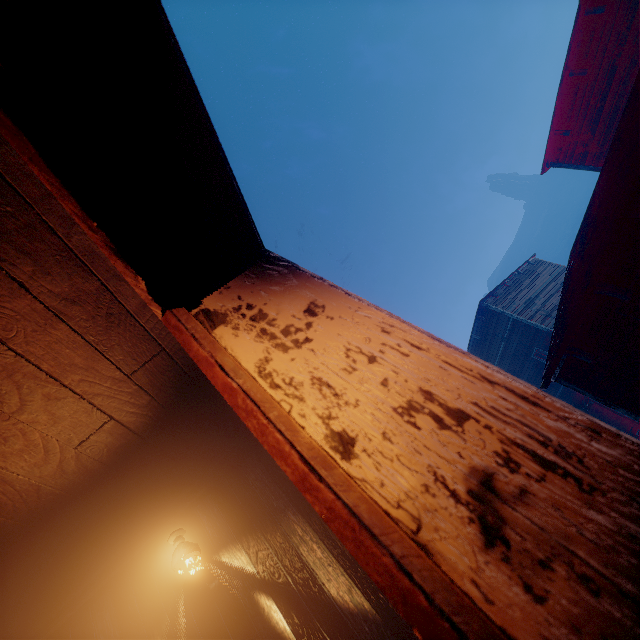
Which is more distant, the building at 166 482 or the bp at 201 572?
the bp at 201 572

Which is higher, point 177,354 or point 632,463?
point 177,354

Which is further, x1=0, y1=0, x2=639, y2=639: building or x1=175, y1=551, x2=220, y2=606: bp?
x1=175, y1=551, x2=220, y2=606: bp

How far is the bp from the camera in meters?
2.9 m

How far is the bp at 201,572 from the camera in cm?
286
